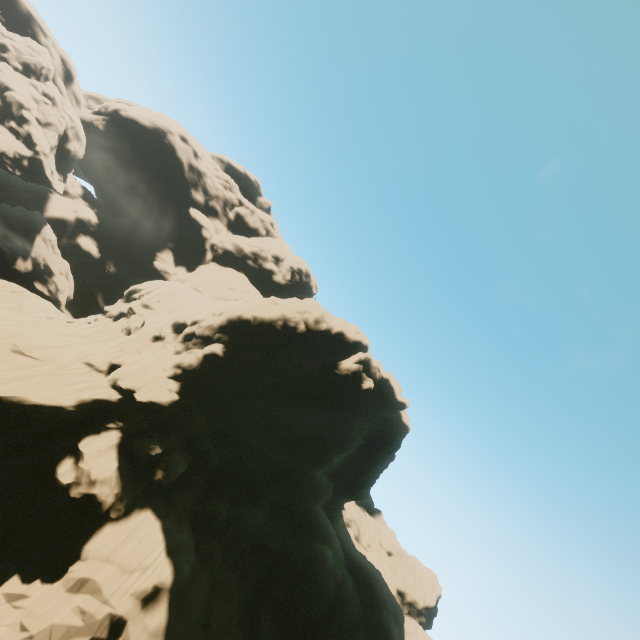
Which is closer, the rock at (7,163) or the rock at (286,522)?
the rock at (286,522)

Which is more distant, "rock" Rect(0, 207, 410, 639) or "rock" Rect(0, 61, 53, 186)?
"rock" Rect(0, 61, 53, 186)

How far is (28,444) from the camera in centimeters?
2219cm
